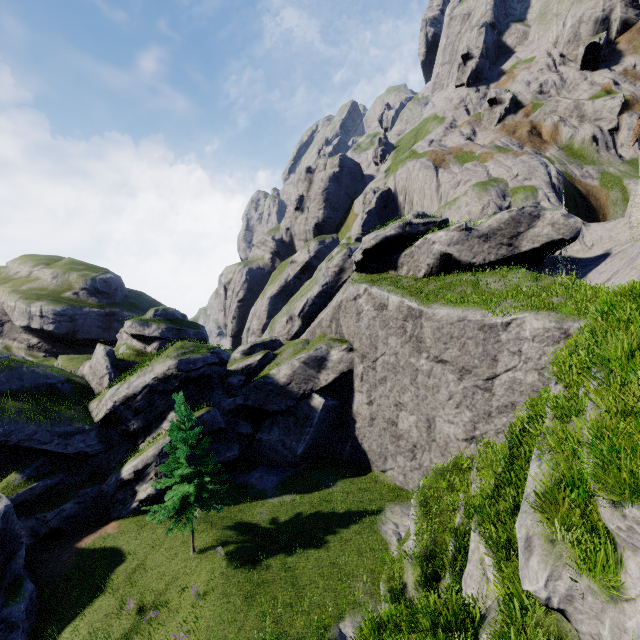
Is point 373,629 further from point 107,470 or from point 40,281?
point 40,281

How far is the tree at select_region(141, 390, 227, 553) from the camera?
19.64m

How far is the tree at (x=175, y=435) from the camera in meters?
19.6 m
